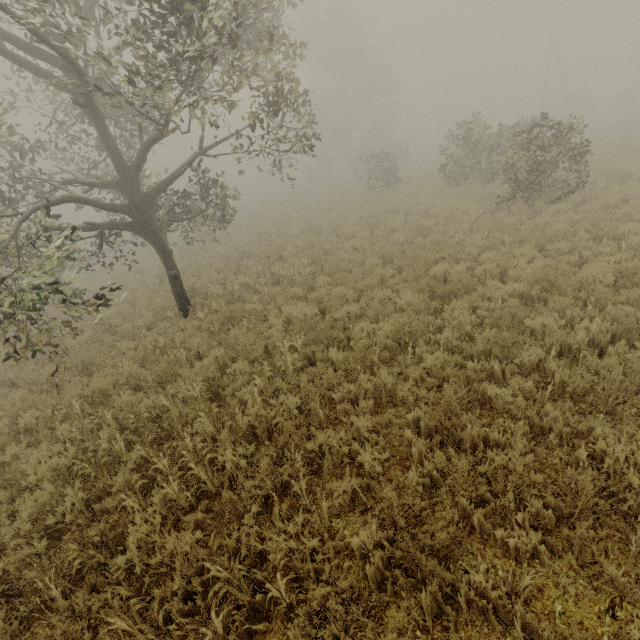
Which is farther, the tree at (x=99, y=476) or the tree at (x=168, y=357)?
the tree at (x=168, y=357)

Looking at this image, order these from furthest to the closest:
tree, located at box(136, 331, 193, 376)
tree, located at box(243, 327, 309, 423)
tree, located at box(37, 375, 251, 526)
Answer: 1. tree, located at box(136, 331, 193, 376)
2. tree, located at box(243, 327, 309, 423)
3. tree, located at box(37, 375, 251, 526)

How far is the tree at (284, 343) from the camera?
5.2m

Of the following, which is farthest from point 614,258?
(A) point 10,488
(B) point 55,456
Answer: (A) point 10,488

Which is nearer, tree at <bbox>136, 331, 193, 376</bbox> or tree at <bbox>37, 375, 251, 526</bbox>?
tree at <bbox>37, 375, 251, 526</bbox>

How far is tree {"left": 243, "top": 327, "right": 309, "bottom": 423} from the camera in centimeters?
523cm
